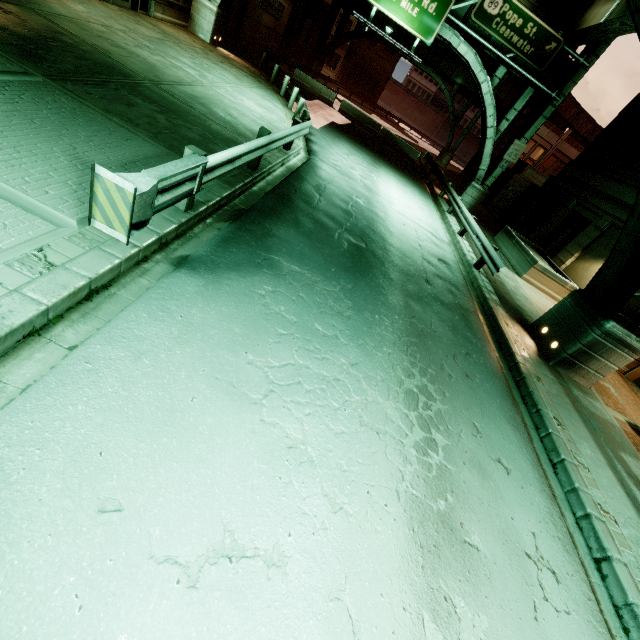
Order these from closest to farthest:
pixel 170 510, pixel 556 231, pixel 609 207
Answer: pixel 170 510 < pixel 609 207 < pixel 556 231

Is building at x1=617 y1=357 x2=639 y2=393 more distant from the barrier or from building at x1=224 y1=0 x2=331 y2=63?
building at x1=224 y1=0 x2=331 y2=63

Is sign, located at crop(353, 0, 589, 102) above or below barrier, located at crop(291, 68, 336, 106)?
above

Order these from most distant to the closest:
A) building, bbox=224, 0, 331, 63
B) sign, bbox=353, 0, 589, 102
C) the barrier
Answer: the barrier → building, bbox=224, 0, 331, 63 → sign, bbox=353, 0, 589, 102

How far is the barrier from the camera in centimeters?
2647cm

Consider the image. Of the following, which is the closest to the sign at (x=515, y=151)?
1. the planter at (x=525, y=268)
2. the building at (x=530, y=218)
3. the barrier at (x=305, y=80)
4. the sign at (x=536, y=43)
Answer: the sign at (x=536, y=43)

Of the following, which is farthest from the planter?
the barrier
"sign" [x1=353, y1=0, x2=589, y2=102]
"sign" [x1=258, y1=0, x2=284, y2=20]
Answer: "sign" [x1=258, y1=0, x2=284, y2=20]

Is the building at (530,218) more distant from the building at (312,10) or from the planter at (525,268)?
the building at (312,10)
